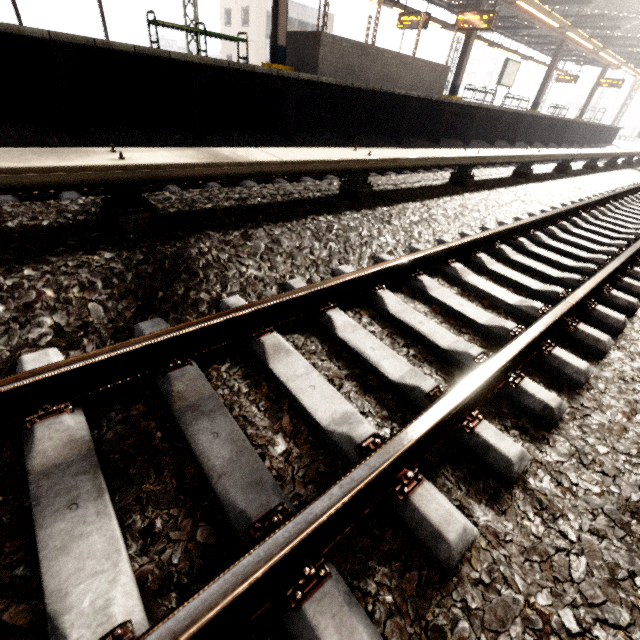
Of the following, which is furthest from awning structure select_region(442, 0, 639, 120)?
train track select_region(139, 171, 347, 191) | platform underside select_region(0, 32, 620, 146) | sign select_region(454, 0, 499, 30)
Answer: train track select_region(139, 171, 347, 191)

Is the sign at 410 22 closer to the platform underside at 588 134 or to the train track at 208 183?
the platform underside at 588 134

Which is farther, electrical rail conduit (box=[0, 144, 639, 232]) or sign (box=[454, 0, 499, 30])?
sign (box=[454, 0, 499, 30])

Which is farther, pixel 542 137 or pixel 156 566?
pixel 542 137

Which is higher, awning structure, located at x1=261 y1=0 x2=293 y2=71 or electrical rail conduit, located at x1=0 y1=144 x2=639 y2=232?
awning structure, located at x1=261 y1=0 x2=293 y2=71

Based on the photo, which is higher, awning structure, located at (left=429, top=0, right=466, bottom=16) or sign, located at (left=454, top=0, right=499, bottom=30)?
awning structure, located at (left=429, top=0, right=466, bottom=16)

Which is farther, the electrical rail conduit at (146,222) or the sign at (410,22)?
the sign at (410,22)

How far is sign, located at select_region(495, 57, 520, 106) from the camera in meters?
16.4
